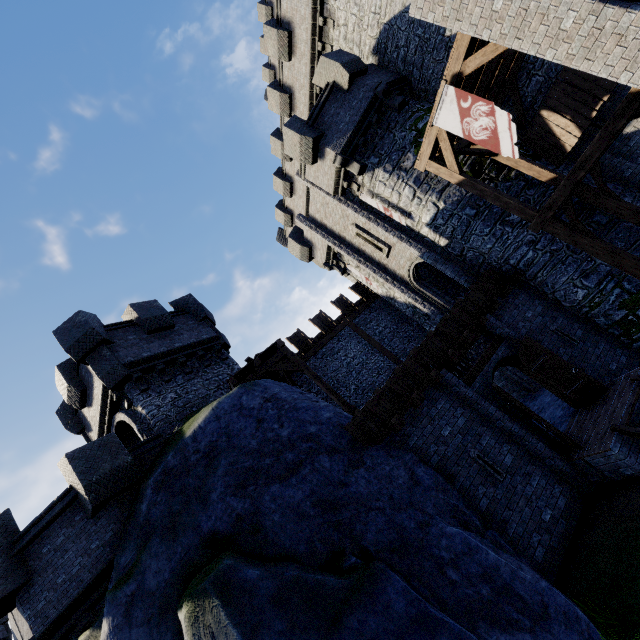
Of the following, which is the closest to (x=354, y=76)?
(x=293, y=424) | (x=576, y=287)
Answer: (x=576, y=287)

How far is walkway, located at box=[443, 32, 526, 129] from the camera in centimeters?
848cm

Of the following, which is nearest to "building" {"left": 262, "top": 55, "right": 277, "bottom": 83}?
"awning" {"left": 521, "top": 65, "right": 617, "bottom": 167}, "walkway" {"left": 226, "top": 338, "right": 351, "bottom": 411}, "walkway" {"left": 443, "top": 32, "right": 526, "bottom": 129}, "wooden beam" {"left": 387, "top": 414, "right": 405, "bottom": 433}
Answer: "walkway" {"left": 443, "top": 32, "right": 526, "bottom": 129}

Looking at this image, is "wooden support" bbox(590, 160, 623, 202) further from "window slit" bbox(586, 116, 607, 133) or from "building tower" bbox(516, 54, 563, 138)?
"building tower" bbox(516, 54, 563, 138)

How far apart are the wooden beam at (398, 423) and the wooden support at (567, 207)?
7.44m

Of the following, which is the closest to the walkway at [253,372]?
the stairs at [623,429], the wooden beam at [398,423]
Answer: the wooden beam at [398,423]

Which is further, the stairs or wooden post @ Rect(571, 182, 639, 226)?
wooden post @ Rect(571, 182, 639, 226)

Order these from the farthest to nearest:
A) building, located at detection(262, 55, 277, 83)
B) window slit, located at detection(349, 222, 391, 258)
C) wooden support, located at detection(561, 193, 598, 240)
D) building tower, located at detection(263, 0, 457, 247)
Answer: building, located at detection(262, 55, 277, 83)
window slit, located at detection(349, 222, 391, 258)
building tower, located at detection(263, 0, 457, 247)
wooden support, located at detection(561, 193, 598, 240)
